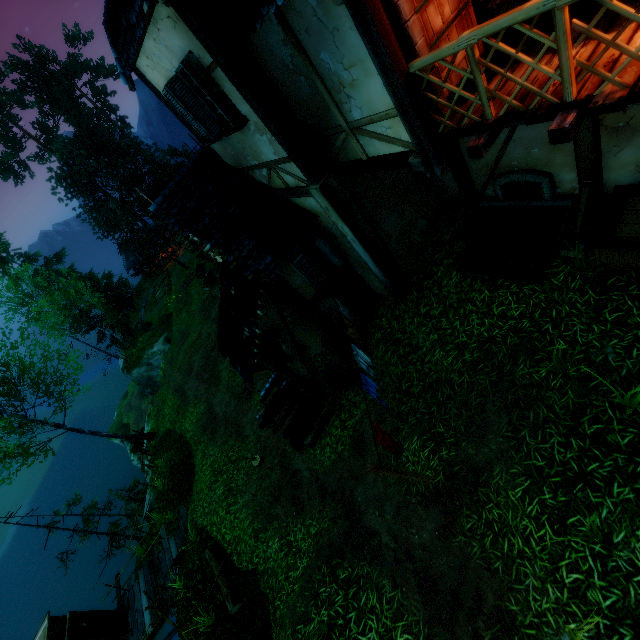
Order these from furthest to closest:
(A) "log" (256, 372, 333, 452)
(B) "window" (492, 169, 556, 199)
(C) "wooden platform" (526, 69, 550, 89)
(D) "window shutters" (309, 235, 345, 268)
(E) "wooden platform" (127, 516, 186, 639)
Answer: (E) "wooden platform" (127, 516, 186, 639)
(A) "log" (256, 372, 333, 452)
(D) "window shutters" (309, 235, 345, 268)
(B) "window" (492, 169, 556, 199)
(C) "wooden platform" (526, 69, 550, 89)

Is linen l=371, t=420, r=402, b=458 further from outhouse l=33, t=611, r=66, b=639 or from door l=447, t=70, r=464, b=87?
outhouse l=33, t=611, r=66, b=639

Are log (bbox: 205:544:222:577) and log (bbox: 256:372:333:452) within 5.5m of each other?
yes

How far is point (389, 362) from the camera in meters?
8.6

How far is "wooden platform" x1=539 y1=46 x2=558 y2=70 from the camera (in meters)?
3.81

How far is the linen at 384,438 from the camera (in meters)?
5.84

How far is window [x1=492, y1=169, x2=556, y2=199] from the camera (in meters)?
6.46

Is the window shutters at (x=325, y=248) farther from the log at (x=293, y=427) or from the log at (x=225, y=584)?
the log at (x=225, y=584)
